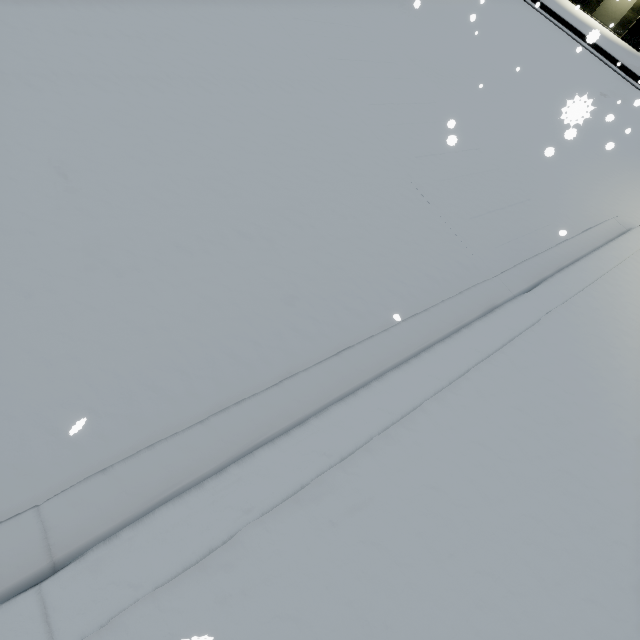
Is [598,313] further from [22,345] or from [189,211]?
[22,345]
